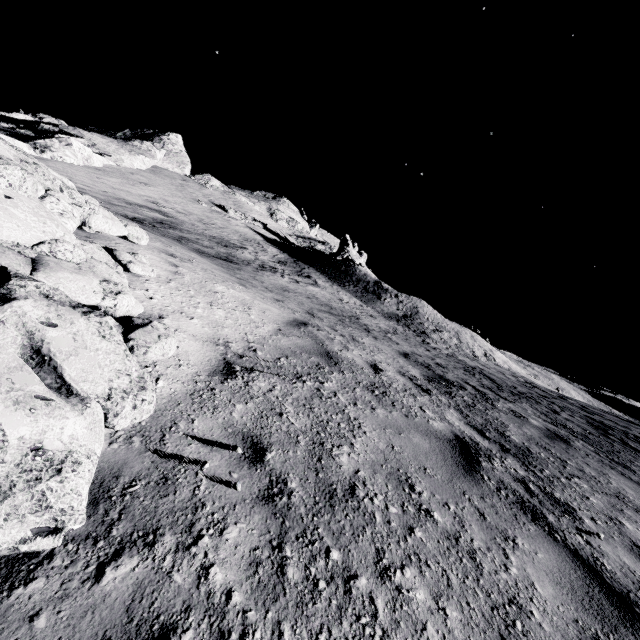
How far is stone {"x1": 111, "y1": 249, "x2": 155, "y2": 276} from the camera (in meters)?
3.96

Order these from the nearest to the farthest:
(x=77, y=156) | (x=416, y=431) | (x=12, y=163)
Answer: (x=12, y=163) → (x=416, y=431) → (x=77, y=156)

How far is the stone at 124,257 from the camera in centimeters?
396cm
